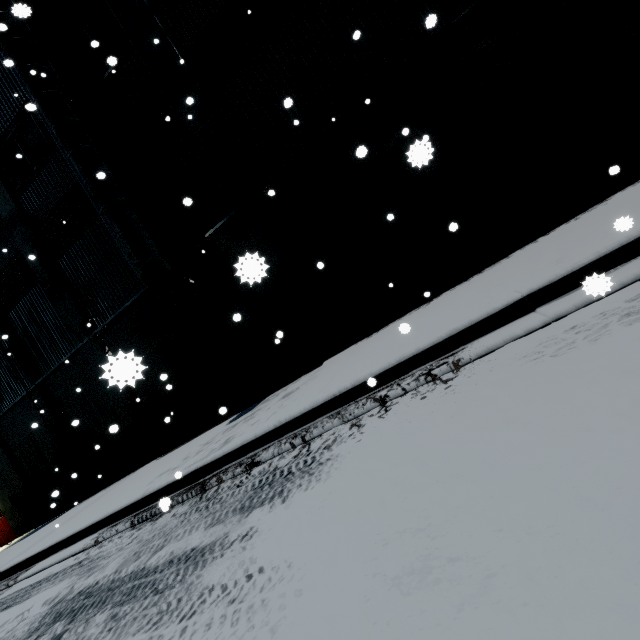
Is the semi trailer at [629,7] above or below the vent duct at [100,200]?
below

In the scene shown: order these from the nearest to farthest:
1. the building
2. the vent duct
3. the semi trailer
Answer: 1. the semi trailer
2. the building
3. the vent duct

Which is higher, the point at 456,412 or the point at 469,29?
the point at 469,29

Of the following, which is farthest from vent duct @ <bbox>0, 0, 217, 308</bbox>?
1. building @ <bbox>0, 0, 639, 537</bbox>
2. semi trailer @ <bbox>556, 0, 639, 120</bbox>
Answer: semi trailer @ <bbox>556, 0, 639, 120</bbox>

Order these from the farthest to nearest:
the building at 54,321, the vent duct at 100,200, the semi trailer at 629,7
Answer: the vent duct at 100,200, the building at 54,321, the semi trailer at 629,7

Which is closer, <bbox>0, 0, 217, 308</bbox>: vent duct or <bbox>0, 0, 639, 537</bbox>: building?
<bbox>0, 0, 639, 537</bbox>: building

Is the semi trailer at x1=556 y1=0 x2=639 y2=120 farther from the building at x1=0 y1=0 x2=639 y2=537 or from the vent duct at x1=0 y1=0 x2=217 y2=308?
the vent duct at x1=0 y1=0 x2=217 y2=308
